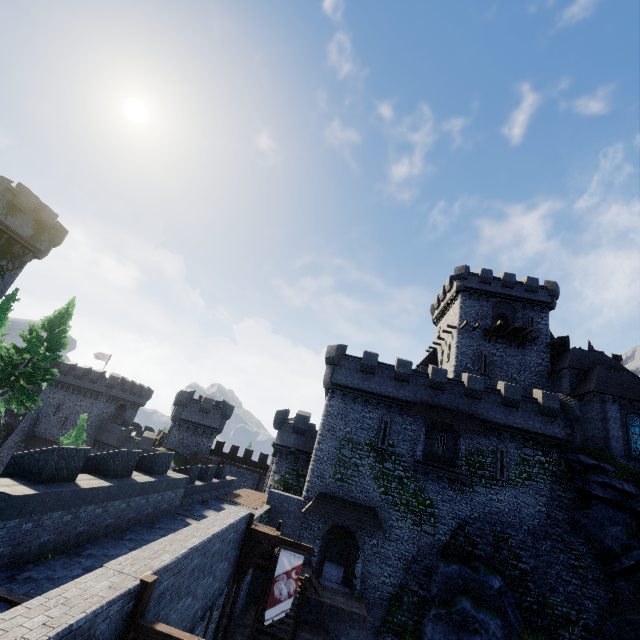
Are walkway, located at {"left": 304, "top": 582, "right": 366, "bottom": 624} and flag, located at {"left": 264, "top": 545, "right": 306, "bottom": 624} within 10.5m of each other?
yes

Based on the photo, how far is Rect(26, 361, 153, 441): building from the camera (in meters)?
46.53

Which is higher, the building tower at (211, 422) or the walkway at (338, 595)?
the building tower at (211, 422)

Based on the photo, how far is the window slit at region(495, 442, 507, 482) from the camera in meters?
24.9

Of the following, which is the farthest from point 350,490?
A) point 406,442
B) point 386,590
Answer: point 386,590

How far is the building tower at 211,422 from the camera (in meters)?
38.09

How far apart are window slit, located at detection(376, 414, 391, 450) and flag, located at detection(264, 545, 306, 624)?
11.9m

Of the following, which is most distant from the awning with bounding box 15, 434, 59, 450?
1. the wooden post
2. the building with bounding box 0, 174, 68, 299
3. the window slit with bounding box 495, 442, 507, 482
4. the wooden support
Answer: the window slit with bounding box 495, 442, 507, 482
